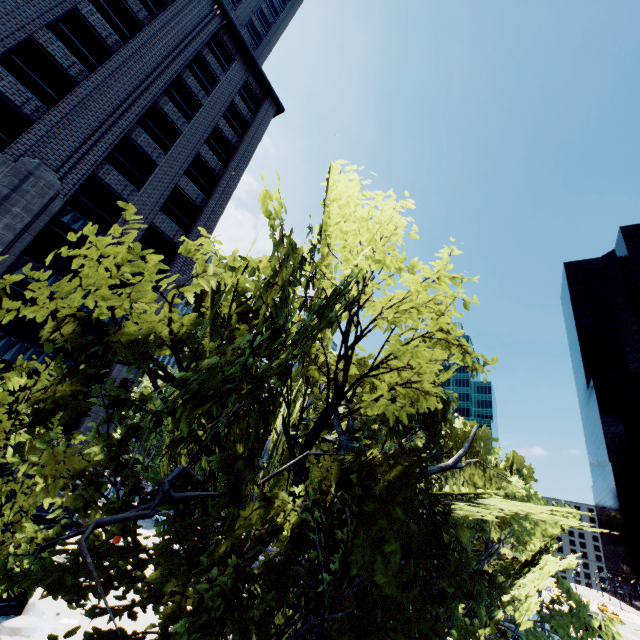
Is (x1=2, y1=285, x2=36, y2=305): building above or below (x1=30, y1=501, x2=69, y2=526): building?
above

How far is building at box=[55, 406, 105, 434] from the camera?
17.6m

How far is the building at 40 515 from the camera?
15.6 meters

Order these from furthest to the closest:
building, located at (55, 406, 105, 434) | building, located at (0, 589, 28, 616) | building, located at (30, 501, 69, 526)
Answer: building, located at (55, 406, 105, 434) < building, located at (30, 501, 69, 526) < building, located at (0, 589, 28, 616)

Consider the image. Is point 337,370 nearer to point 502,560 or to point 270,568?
point 270,568
